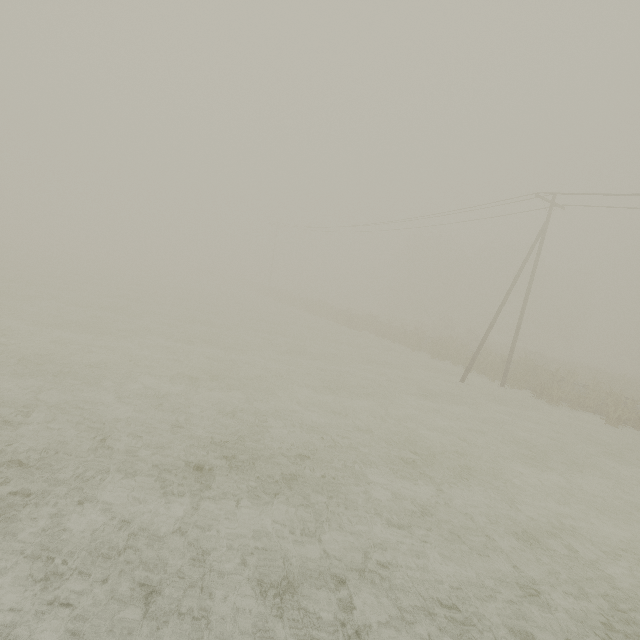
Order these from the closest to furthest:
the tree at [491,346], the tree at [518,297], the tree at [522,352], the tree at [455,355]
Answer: the tree at [522,352] → the tree at [491,346] → the tree at [455,355] → the tree at [518,297]

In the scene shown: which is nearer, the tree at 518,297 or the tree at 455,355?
the tree at 455,355

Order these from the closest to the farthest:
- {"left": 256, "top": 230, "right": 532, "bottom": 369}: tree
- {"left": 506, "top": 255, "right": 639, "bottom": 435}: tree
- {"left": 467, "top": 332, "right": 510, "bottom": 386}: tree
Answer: {"left": 506, "top": 255, "right": 639, "bottom": 435}: tree < {"left": 467, "top": 332, "right": 510, "bottom": 386}: tree < {"left": 256, "top": 230, "right": 532, "bottom": 369}: tree

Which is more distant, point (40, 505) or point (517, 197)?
point (517, 197)

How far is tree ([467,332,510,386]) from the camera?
23.0m

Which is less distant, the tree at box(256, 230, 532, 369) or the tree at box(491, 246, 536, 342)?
the tree at box(256, 230, 532, 369)
